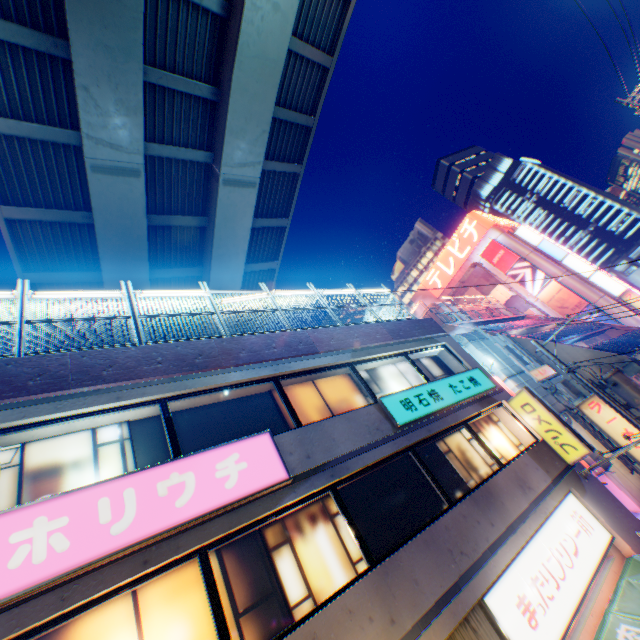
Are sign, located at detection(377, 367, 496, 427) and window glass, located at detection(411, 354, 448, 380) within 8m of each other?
yes

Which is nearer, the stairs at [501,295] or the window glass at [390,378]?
the window glass at [390,378]

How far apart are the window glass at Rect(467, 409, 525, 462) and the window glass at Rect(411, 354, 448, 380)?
1.3 meters

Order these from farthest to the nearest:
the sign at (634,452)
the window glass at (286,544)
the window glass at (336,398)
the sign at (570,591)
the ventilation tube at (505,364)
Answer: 1. the ventilation tube at (505,364)
2. the sign at (634,452)
3. the window glass at (336,398)
4. the sign at (570,591)
5. the window glass at (286,544)

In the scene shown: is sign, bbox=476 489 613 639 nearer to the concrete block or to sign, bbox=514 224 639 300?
the concrete block

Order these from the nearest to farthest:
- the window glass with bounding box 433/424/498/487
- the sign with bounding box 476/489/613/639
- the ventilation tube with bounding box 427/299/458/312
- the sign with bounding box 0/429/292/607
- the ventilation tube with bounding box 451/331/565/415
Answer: the sign with bounding box 0/429/292/607, the sign with bounding box 476/489/613/639, the window glass with bounding box 433/424/498/487, the ventilation tube with bounding box 451/331/565/415, the ventilation tube with bounding box 427/299/458/312

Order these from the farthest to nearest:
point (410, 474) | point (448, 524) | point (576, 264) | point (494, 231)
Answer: point (494, 231) → point (576, 264) → point (410, 474) → point (448, 524)

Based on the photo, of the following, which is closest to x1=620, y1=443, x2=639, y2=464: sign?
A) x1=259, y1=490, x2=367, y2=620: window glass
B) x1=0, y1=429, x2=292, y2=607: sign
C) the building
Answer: the building
